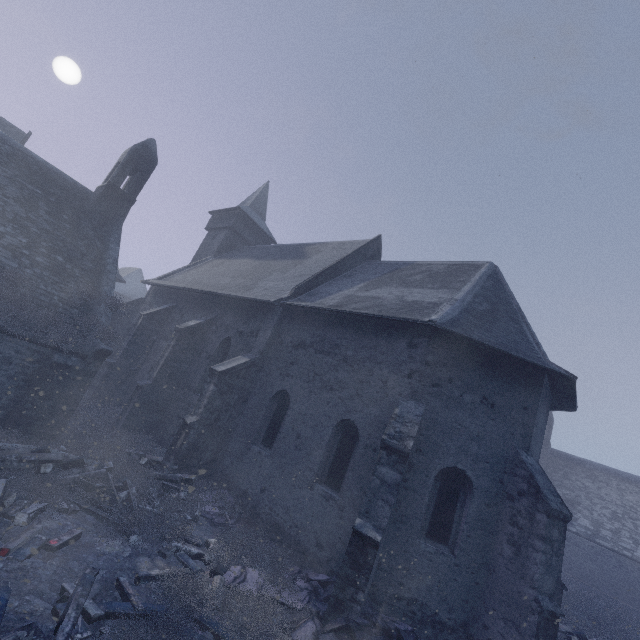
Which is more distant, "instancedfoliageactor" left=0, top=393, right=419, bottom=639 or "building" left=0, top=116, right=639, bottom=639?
"building" left=0, top=116, right=639, bottom=639

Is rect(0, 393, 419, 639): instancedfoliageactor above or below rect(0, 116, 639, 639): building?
below

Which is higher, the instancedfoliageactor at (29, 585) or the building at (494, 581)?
the building at (494, 581)

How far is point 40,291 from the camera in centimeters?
1001cm

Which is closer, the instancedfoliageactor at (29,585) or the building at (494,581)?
the instancedfoliageactor at (29,585)
